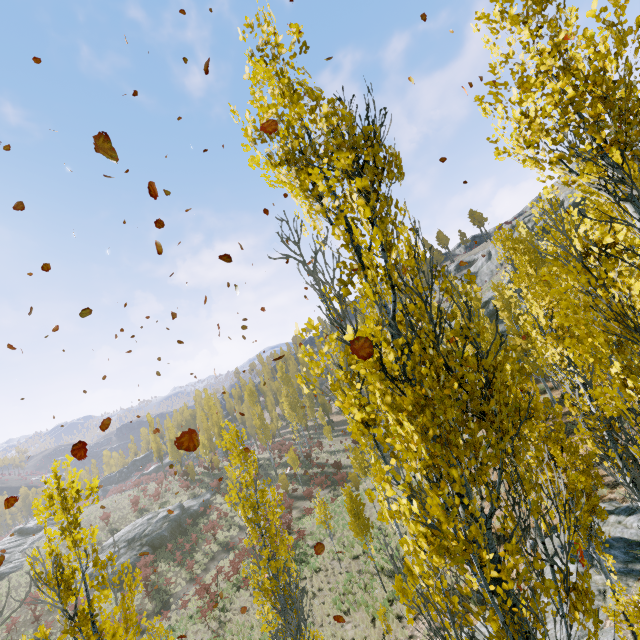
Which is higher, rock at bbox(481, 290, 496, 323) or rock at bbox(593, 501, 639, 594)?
rock at bbox(481, 290, 496, 323)

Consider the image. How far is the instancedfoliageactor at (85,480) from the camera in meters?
4.6

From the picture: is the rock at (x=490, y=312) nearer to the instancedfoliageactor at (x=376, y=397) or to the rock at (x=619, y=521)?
the instancedfoliageactor at (x=376, y=397)

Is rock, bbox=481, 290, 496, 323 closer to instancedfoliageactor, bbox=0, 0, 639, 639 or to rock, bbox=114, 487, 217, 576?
instancedfoliageactor, bbox=0, 0, 639, 639

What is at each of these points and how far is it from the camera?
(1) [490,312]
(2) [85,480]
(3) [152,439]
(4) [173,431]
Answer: (1) rock, 42.1m
(2) instancedfoliageactor, 4.7m
(3) instancedfoliageactor, 53.2m
(4) instancedfoliageactor, 53.8m

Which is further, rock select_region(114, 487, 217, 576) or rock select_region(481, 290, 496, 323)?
rock select_region(481, 290, 496, 323)

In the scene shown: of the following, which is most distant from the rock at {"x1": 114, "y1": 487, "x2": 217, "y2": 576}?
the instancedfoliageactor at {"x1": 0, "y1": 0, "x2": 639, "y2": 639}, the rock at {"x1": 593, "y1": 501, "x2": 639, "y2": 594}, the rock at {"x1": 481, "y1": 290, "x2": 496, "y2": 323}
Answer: the rock at {"x1": 593, "y1": 501, "x2": 639, "y2": 594}

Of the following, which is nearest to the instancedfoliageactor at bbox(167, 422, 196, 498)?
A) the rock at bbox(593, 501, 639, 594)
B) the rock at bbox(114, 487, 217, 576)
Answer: the rock at bbox(593, 501, 639, 594)
